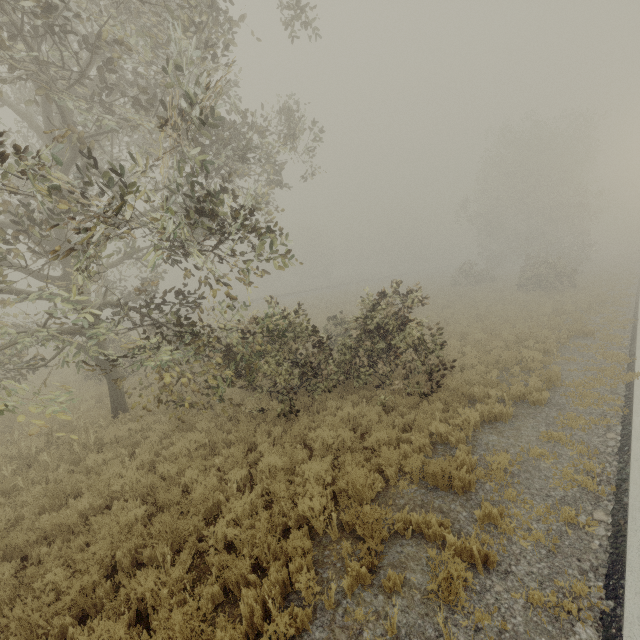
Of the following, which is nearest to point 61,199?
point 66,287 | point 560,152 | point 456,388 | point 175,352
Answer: point 175,352

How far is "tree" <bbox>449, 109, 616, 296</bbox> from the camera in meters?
32.2

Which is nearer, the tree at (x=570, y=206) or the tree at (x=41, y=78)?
the tree at (x=41, y=78)

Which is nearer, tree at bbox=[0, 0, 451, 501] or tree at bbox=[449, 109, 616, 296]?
tree at bbox=[0, 0, 451, 501]

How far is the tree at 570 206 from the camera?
32.25m
